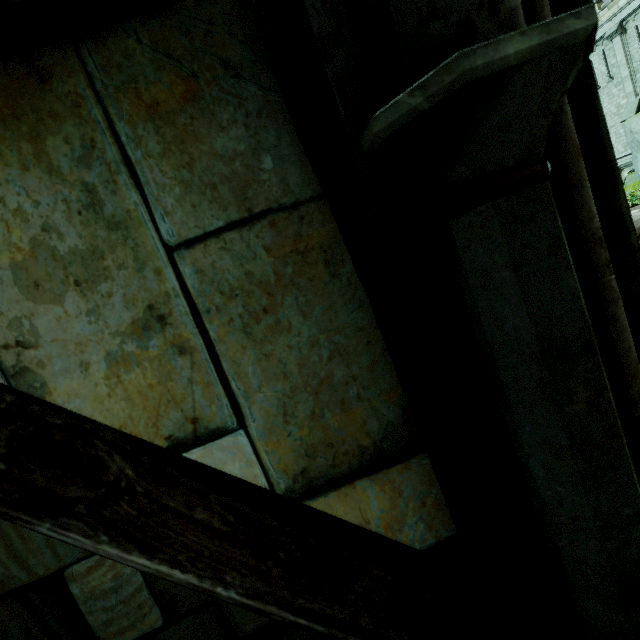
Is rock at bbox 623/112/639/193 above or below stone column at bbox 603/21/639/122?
below

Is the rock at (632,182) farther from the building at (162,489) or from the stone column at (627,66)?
the building at (162,489)

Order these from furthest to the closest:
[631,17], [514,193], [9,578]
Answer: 1. [631,17]
2. [9,578]
3. [514,193]

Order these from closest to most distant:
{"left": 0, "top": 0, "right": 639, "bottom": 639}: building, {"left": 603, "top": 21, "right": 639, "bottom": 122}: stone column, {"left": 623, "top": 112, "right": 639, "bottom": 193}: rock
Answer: {"left": 0, "top": 0, "right": 639, "bottom": 639}: building < {"left": 623, "top": 112, "right": 639, "bottom": 193}: rock < {"left": 603, "top": 21, "right": 639, "bottom": 122}: stone column

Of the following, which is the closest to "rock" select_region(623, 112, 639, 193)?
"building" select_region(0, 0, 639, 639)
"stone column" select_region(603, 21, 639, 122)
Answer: "stone column" select_region(603, 21, 639, 122)

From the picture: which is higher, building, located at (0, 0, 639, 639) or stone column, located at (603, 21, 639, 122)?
stone column, located at (603, 21, 639, 122)

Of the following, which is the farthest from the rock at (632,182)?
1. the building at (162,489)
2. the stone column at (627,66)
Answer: the building at (162,489)
